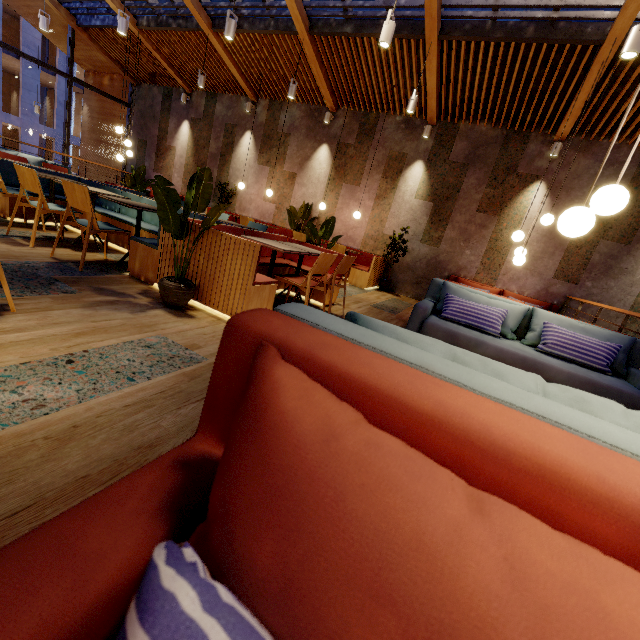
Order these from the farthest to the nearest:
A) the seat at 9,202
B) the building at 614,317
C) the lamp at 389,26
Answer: the building at 614,317
the seat at 9,202
the lamp at 389,26

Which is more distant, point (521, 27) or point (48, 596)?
point (521, 27)

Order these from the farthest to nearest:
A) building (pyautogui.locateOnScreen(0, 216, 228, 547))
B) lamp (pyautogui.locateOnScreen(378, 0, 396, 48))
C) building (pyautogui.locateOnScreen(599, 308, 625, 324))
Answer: building (pyautogui.locateOnScreen(599, 308, 625, 324)), lamp (pyautogui.locateOnScreen(378, 0, 396, 48)), building (pyautogui.locateOnScreen(0, 216, 228, 547))

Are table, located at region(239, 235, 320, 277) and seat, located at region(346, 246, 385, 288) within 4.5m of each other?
yes

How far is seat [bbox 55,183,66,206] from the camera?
5.10m

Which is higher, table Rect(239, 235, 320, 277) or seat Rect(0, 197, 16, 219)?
table Rect(239, 235, 320, 277)

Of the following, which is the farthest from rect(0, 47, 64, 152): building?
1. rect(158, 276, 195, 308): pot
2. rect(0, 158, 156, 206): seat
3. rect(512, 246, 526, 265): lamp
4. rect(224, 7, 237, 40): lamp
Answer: rect(512, 246, 526, 265): lamp

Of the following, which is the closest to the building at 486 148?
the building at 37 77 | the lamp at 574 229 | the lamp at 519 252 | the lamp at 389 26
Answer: the lamp at 519 252
